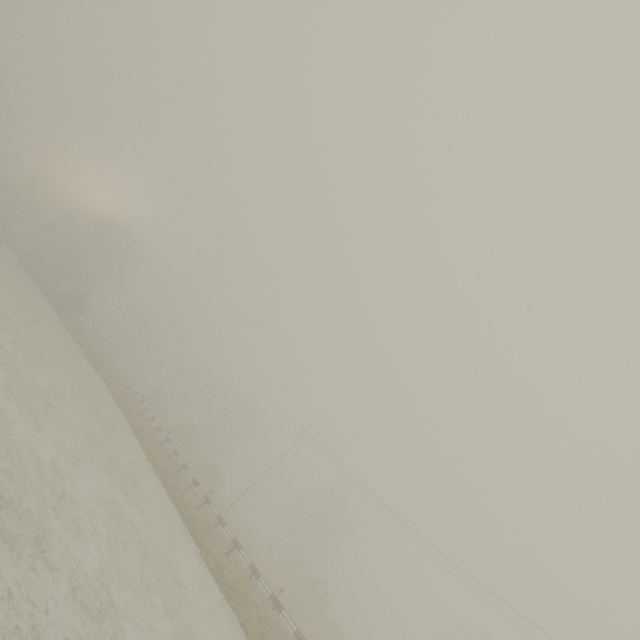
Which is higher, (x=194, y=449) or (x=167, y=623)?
(x=194, y=449)
